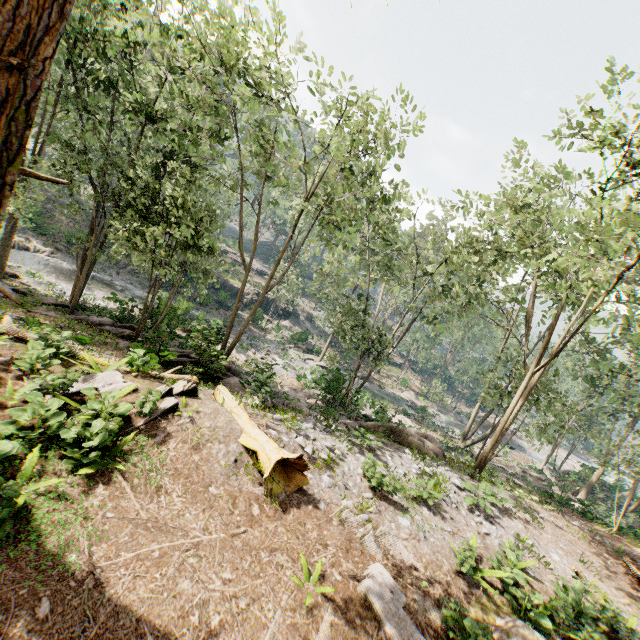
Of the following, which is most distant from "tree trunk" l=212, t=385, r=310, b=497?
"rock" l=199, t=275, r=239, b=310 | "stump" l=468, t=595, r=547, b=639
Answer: "rock" l=199, t=275, r=239, b=310

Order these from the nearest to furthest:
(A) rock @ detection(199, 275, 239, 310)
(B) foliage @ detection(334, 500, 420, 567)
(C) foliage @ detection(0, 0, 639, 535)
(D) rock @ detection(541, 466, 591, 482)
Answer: (B) foliage @ detection(334, 500, 420, 567)
(C) foliage @ detection(0, 0, 639, 535)
(D) rock @ detection(541, 466, 591, 482)
(A) rock @ detection(199, 275, 239, 310)

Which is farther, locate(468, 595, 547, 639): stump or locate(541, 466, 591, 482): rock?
locate(541, 466, 591, 482): rock

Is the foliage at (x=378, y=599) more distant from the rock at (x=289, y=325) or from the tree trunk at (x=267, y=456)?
the tree trunk at (x=267, y=456)

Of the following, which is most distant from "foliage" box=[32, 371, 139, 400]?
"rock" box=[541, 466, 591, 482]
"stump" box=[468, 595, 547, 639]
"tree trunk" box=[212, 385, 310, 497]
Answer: "tree trunk" box=[212, 385, 310, 497]

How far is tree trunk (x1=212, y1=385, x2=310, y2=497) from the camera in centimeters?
844cm

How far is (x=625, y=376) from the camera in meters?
24.3
